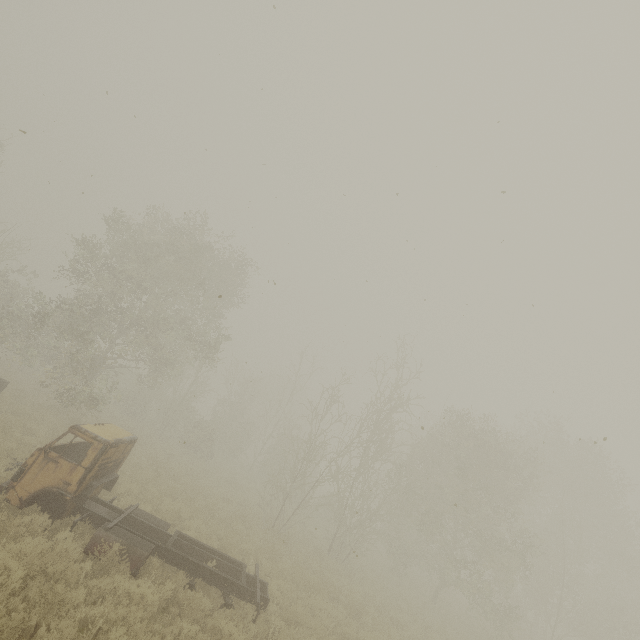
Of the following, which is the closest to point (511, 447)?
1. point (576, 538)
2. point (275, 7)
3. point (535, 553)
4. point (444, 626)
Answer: point (535, 553)
